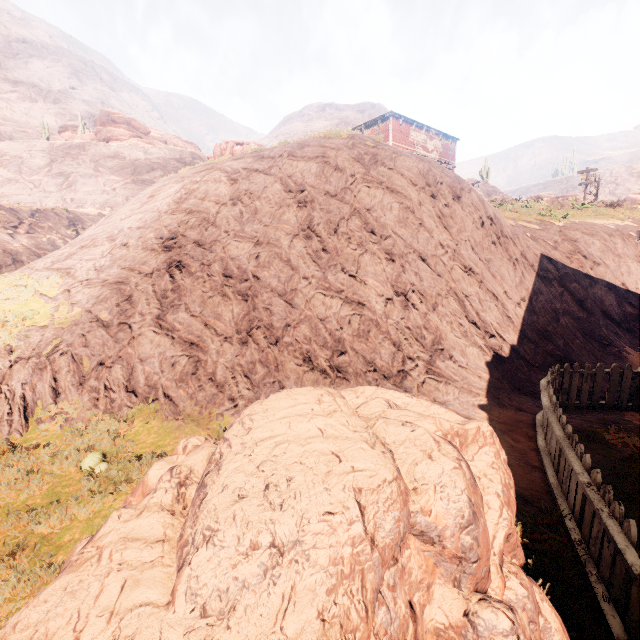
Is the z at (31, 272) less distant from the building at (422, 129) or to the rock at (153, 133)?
the building at (422, 129)

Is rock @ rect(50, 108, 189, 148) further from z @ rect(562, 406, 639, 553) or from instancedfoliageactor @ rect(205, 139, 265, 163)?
instancedfoliageactor @ rect(205, 139, 265, 163)

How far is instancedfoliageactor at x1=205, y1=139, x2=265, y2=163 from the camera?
14.82m

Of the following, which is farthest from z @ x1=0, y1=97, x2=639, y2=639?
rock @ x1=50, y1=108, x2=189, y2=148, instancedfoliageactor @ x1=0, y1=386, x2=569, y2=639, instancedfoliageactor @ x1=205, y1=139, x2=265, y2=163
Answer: rock @ x1=50, y1=108, x2=189, y2=148

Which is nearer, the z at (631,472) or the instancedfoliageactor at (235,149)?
the z at (631,472)

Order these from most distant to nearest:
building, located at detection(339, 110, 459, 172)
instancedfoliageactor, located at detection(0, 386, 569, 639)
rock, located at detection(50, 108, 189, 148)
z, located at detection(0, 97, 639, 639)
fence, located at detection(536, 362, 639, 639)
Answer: rock, located at detection(50, 108, 189, 148)
building, located at detection(339, 110, 459, 172)
z, located at detection(0, 97, 639, 639)
fence, located at detection(536, 362, 639, 639)
instancedfoliageactor, located at detection(0, 386, 569, 639)

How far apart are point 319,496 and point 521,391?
7.56m

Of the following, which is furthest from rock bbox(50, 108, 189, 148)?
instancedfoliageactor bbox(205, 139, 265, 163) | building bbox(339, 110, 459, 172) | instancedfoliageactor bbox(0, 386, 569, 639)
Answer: instancedfoliageactor bbox(0, 386, 569, 639)
